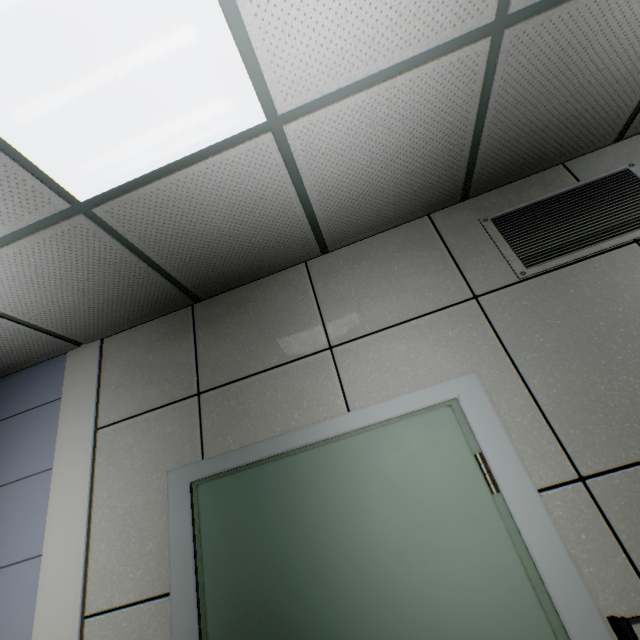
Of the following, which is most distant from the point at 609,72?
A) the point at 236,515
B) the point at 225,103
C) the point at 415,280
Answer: the point at 236,515

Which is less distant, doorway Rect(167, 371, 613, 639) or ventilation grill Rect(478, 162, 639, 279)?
doorway Rect(167, 371, 613, 639)

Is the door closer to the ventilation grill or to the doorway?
the doorway

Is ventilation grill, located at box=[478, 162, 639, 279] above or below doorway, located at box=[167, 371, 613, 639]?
above

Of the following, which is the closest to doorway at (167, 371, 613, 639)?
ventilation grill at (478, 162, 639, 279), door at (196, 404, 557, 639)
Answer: door at (196, 404, 557, 639)

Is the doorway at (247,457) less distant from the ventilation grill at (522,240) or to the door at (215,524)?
the door at (215,524)
